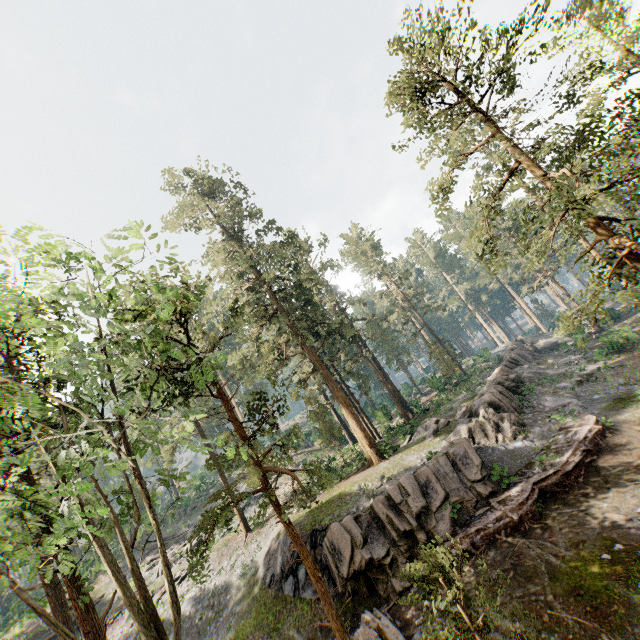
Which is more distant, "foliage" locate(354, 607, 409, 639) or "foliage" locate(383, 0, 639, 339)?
"foliage" locate(354, 607, 409, 639)

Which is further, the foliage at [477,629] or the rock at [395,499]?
the rock at [395,499]

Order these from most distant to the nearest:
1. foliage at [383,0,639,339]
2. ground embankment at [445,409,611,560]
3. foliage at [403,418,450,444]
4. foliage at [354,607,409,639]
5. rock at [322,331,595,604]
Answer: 1. foliage at [403,418,450,444]
2. rock at [322,331,595,604]
3. ground embankment at [445,409,611,560]
4. foliage at [354,607,409,639]
5. foliage at [383,0,639,339]

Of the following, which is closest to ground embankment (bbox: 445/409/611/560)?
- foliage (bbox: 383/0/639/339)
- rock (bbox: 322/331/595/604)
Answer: rock (bbox: 322/331/595/604)

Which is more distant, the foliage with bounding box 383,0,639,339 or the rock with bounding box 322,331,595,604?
the rock with bounding box 322,331,595,604

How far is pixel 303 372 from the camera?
25.7m

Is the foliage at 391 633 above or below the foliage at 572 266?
below

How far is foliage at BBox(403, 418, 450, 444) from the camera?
25.23m
